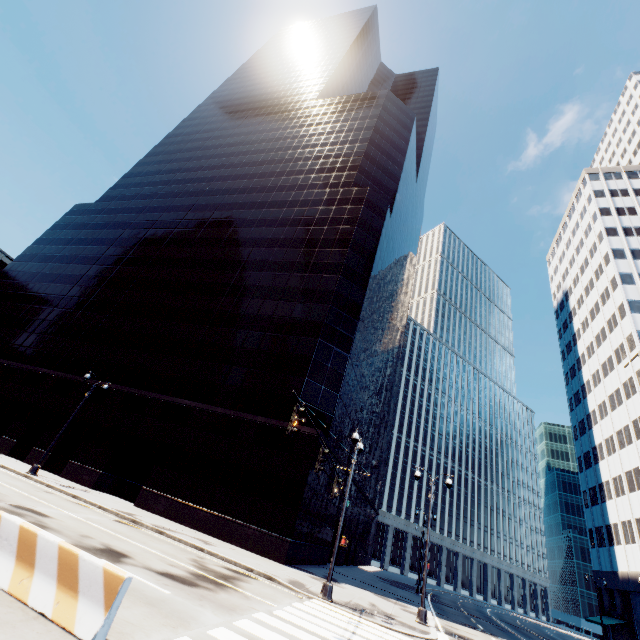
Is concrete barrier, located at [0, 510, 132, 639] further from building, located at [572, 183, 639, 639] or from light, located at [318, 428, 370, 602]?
building, located at [572, 183, 639, 639]

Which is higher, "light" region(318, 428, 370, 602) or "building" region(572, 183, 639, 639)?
"building" region(572, 183, 639, 639)

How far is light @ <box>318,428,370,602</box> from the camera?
14.3m

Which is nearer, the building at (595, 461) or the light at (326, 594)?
the light at (326, 594)

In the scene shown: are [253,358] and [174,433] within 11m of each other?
yes

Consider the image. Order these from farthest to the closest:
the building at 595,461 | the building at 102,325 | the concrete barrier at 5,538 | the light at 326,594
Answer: the building at 595,461 < the building at 102,325 < the light at 326,594 < the concrete barrier at 5,538

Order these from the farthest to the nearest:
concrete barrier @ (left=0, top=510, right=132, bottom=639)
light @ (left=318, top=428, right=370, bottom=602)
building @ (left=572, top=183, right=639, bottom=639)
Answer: building @ (left=572, top=183, right=639, bottom=639), light @ (left=318, top=428, right=370, bottom=602), concrete barrier @ (left=0, top=510, right=132, bottom=639)

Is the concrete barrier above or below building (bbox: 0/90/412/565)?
below
